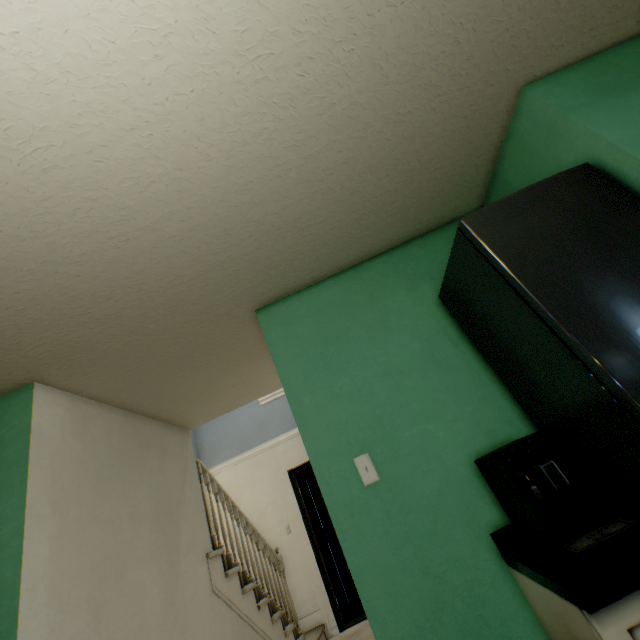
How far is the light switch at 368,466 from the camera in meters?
1.5 m

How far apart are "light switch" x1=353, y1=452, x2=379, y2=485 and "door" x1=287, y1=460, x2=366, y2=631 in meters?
4.1

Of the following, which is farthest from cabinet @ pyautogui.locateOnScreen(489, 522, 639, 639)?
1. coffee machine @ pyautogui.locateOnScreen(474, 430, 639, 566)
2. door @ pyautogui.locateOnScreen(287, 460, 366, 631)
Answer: door @ pyautogui.locateOnScreen(287, 460, 366, 631)

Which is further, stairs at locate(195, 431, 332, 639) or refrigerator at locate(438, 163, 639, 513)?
stairs at locate(195, 431, 332, 639)

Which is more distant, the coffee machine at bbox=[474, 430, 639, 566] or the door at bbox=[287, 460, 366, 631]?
the door at bbox=[287, 460, 366, 631]

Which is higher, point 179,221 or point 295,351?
point 179,221

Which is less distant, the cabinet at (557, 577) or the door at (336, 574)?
the cabinet at (557, 577)

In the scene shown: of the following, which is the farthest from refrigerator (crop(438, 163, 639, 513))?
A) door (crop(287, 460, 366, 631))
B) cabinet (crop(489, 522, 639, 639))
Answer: door (crop(287, 460, 366, 631))
